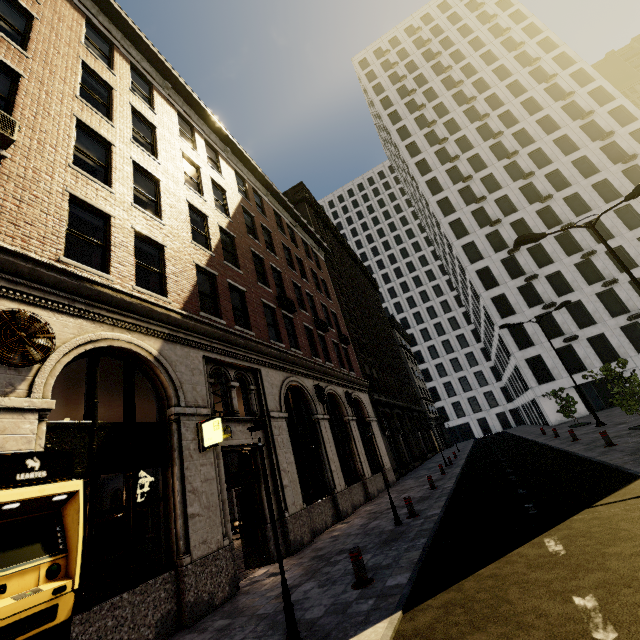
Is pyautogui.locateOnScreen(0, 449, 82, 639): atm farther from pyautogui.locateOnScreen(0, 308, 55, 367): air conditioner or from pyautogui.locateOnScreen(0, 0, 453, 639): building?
pyautogui.locateOnScreen(0, 308, 55, 367): air conditioner

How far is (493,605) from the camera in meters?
4.1 m

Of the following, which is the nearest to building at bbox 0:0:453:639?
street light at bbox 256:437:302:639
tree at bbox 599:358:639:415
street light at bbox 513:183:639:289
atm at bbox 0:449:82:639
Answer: atm at bbox 0:449:82:639

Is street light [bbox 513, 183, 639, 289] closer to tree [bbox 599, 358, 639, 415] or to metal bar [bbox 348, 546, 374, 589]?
tree [bbox 599, 358, 639, 415]

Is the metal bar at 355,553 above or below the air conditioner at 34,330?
below

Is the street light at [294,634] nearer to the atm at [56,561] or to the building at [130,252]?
the atm at [56,561]

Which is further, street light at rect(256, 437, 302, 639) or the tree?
the tree

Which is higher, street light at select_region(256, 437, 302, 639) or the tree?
the tree
